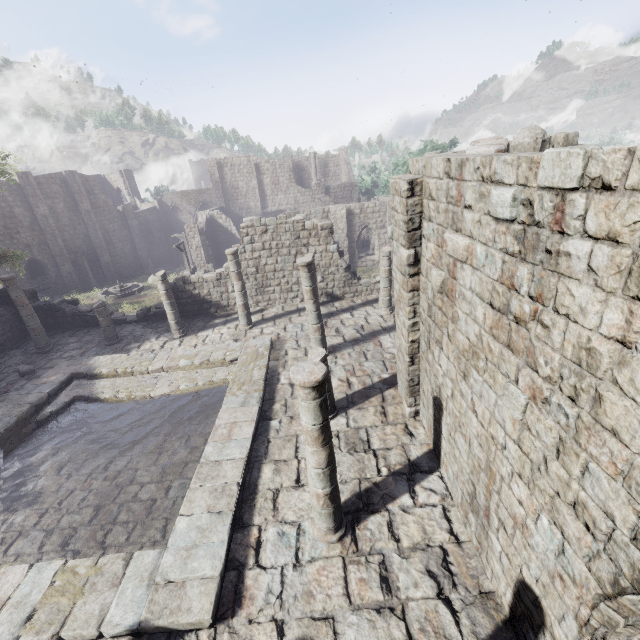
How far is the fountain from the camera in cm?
3019

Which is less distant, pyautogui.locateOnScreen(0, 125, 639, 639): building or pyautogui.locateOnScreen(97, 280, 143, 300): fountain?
pyautogui.locateOnScreen(0, 125, 639, 639): building

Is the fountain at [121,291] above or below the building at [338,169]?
below

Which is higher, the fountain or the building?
the building

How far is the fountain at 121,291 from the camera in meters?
30.2 m

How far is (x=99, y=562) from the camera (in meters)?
6.26
